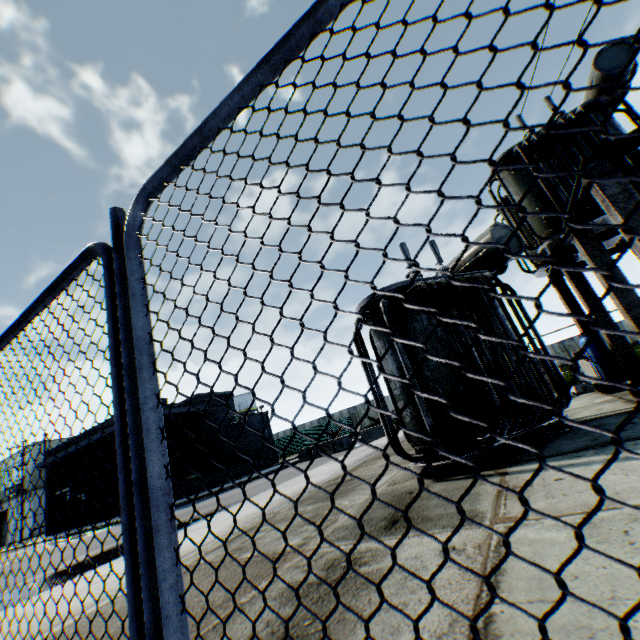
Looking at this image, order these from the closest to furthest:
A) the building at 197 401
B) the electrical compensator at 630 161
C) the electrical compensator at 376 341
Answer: the electrical compensator at 376 341 → the electrical compensator at 630 161 → the building at 197 401

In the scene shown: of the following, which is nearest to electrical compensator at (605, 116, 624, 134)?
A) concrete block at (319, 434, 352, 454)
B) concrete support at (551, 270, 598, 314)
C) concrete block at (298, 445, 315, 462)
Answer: concrete support at (551, 270, 598, 314)

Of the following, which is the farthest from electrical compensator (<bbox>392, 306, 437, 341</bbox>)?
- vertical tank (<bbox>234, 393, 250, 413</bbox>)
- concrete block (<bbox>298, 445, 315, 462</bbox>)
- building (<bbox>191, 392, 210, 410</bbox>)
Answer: vertical tank (<bbox>234, 393, 250, 413</bbox>)

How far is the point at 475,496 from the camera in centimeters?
329cm

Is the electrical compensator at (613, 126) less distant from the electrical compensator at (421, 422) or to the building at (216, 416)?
the electrical compensator at (421, 422)

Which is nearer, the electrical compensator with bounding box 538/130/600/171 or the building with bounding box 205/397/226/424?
the electrical compensator with bounding box 538/130/600/171

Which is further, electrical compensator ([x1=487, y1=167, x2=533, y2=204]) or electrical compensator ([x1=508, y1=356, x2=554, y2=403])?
electrical compensator ([x1=487, y1=167, x2=533, y2=204])

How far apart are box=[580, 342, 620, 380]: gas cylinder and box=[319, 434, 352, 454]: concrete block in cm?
1460
